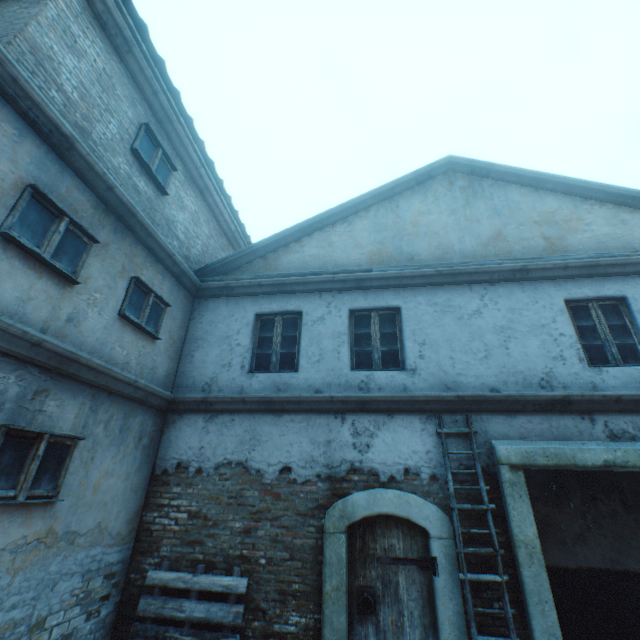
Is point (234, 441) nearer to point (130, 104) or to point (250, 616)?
point (250, 616)

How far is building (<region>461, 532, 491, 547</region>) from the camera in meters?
4.5 m

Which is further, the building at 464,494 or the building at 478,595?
the building at 464,494

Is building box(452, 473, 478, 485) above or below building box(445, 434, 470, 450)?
below

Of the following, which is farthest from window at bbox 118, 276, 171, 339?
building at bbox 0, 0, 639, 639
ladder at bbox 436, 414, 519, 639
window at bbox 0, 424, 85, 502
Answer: ladder at bbox 436, 414, 519, 639

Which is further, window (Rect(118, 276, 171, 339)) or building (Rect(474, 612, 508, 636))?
window (Rect(118, 276, 171, 339))

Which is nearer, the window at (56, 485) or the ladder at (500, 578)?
the window at (56, 485)
